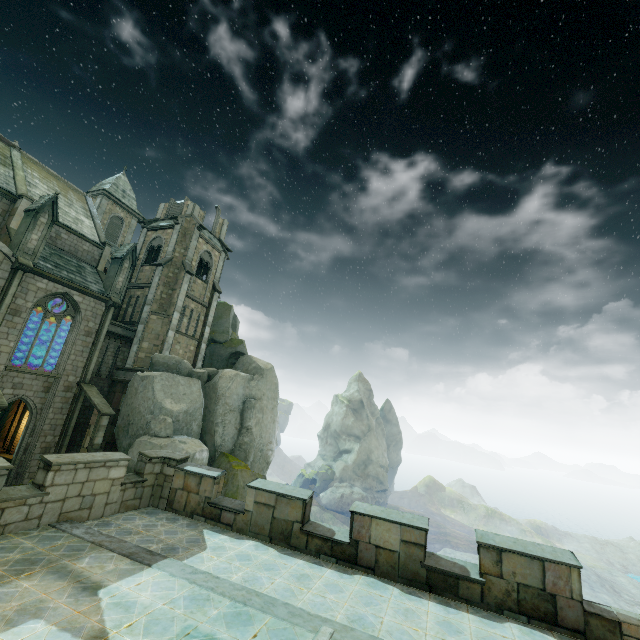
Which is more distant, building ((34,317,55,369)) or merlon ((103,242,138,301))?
building ((34,317,55,369))

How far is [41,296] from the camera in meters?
20.4

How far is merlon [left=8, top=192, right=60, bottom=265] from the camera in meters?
19.3 m

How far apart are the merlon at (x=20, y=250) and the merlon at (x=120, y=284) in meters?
4.6 m

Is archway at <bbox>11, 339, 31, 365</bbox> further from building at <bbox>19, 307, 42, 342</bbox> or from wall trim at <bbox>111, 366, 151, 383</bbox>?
wall trim at <bbox>111, 366, 151, 383</bbox>

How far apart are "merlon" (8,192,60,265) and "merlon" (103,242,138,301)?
4.6m

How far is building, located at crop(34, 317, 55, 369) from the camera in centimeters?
2516cm

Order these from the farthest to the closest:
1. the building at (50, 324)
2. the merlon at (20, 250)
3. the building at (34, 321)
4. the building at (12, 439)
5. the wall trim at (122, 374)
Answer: the building at (34, 321), the building at (50, 324), the wall trim at (122, 374), the building at (12, 439), the merlon at (20, 250)
